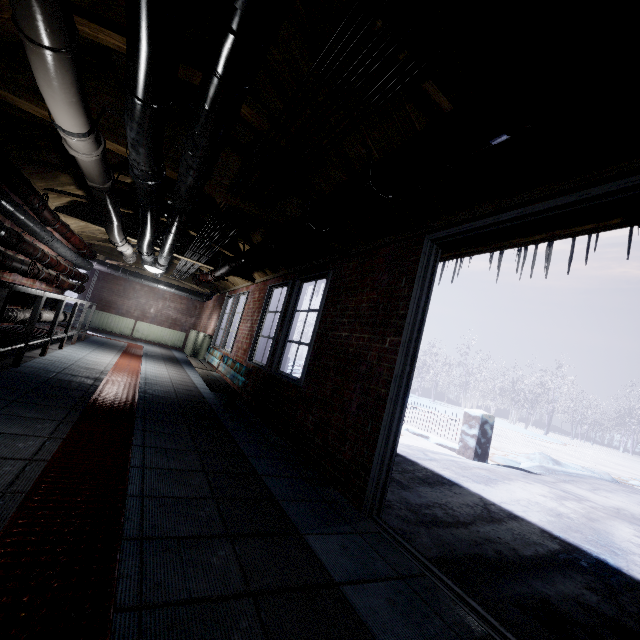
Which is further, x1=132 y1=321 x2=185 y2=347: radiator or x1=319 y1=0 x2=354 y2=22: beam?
x1=132 y1=321 x2=185 y2=347: radiator

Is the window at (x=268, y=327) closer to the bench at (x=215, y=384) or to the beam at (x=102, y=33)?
the bench at (x=215, y=384)

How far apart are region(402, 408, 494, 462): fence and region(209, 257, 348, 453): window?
3.7m

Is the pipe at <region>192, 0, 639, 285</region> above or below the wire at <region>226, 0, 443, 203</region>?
below

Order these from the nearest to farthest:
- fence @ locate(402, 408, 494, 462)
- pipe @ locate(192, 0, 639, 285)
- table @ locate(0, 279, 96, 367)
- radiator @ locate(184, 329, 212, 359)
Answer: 1. pipe @ locate(192, 0, 639, 285)
2. table @ locate(0, 279, 96, 367)
3. fence @ locate(402, 408, 494, 462)
4. radiator @ locate(184, 329, 212, 359)

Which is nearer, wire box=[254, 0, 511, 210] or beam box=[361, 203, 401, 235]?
wire box=[254, 0, 511, 210]

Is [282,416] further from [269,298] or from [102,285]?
[102,285]

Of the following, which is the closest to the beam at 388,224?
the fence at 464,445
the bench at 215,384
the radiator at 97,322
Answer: the bench at 215,384
